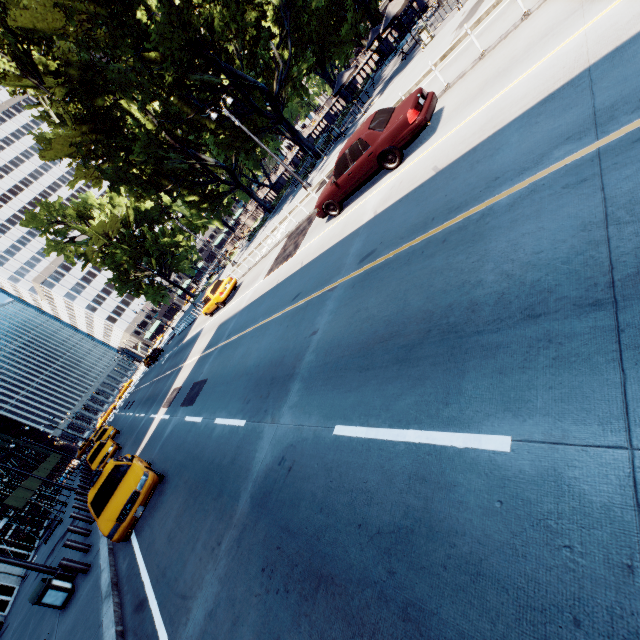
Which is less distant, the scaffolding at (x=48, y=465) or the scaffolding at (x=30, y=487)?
the scaffolding at (x=30, y=487)

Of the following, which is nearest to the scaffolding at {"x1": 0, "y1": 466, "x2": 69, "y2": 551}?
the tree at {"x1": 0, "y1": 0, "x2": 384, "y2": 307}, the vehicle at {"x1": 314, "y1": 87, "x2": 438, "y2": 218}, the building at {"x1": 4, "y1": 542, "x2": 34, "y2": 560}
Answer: the building at {"x1": 4, "y1": 542, "x2": 34, "y2": 560}

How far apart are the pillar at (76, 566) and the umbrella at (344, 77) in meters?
31.2 m

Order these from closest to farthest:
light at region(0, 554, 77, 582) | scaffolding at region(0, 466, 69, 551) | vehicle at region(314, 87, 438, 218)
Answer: vehicle at region(314, 87, 438, 218) < light at region(0, 554, 77, 582) < scaffolding at region(0, 466, 69, 551)

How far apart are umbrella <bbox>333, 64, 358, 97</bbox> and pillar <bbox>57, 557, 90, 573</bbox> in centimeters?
3117cm

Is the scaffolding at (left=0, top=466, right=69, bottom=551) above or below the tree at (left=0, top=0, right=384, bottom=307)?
below

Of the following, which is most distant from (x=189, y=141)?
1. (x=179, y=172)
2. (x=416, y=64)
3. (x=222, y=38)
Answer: (x=416, y=64)

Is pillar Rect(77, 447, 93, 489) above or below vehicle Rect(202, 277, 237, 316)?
below
